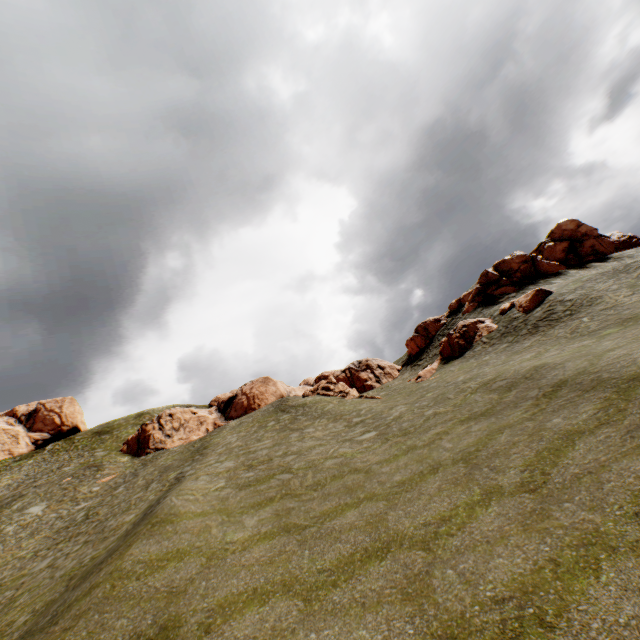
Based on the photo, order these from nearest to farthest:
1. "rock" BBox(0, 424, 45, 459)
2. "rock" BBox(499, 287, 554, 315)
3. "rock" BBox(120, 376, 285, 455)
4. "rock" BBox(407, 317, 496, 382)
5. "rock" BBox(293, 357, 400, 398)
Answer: "rock" BBox(499, 287, 554, 315) < "rock" BBox(407, 317, 496, 382) < "rock" BBox(293, 357, 400, 398) < "rock" BBox(120, 376, 285, 455) < "rock" BBox(0, 424, 45, 459)

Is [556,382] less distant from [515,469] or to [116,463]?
[515,469]

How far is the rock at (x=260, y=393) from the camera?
43.7m

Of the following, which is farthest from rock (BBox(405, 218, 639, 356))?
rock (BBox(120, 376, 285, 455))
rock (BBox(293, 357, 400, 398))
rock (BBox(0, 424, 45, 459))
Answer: rock (BBox(0, 424, 45, 459))

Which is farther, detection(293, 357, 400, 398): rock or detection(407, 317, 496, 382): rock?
detection(293, 357, 400, 398): rock

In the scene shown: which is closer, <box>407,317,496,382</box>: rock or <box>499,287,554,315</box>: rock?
<box>499,287,554,315</box>: rock

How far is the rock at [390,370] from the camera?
37.53m

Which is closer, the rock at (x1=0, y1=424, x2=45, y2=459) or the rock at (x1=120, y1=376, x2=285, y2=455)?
the rock at (x1=120, y1=376, x2=285, y2=455)
